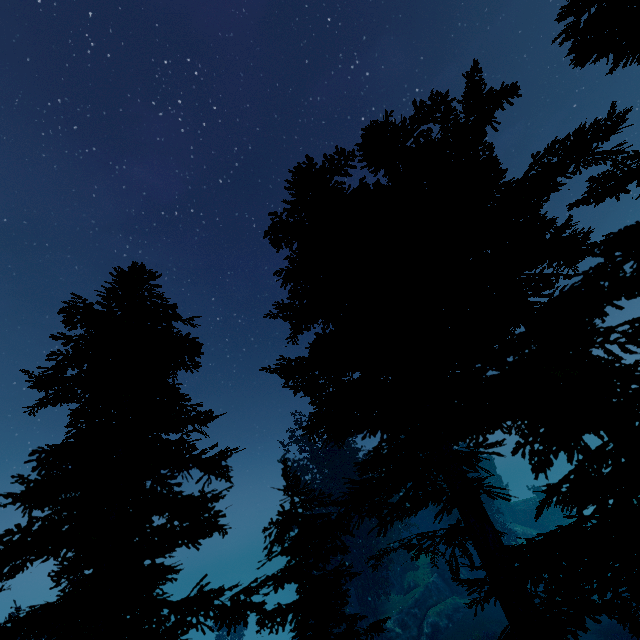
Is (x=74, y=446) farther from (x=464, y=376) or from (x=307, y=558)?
(x=464, y=376)

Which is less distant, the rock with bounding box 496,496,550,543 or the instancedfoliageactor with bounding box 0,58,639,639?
the instancedfoliageactor with bounding box 0,58,639,639

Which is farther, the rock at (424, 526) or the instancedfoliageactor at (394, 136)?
Result: the rock at (424, 526)

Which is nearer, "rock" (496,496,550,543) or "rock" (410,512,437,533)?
"rock" (496,496,550,543)

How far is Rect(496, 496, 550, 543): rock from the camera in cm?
4256

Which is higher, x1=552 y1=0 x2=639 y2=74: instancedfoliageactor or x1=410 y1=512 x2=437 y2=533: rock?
x1=552 y1=0 x2=639 y2=74: instancedfoliageactor

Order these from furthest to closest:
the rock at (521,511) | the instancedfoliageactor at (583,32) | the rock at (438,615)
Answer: the rock at (521,511) → the rock at (438,615) → the instancedfoliageactor at (583,32)
